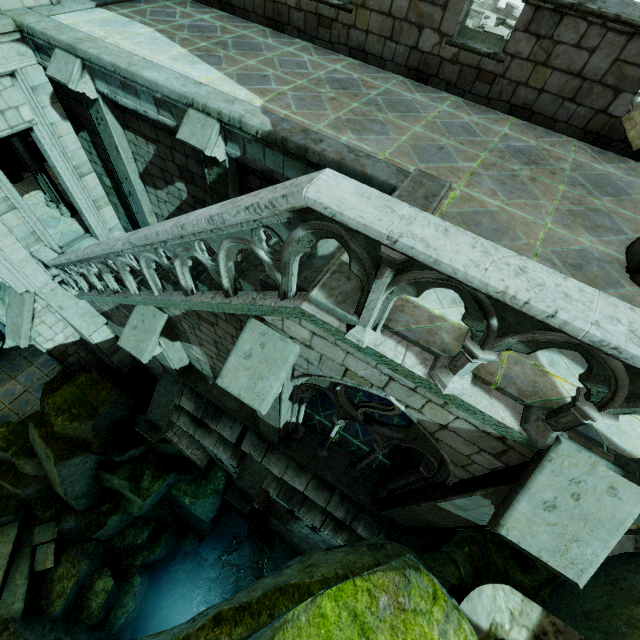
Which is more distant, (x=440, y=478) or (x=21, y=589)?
(x=21, y=589)

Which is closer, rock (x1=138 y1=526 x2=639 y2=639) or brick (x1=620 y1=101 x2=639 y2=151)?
rock (x1=138 y1=526 x2=639 y2=639)

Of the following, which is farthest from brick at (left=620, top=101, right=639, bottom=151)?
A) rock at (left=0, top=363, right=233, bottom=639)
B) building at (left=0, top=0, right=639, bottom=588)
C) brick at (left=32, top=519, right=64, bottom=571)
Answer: brick at (left=32, top=519, right=64, bottom=571)

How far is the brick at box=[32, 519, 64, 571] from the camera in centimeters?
1174cm

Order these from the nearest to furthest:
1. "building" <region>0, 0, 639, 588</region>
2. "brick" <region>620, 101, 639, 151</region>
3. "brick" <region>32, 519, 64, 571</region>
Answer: "building" <region>0, 0, 639, 588</region> → "brick" <region>620, 101, 639, 151</region> → "brick" <region>32, 519, 64, 571</region>

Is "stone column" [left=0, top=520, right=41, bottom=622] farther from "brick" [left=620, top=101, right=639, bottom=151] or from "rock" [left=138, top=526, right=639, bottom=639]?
"brick" [left=620, top=101, right=639, bottom=151]

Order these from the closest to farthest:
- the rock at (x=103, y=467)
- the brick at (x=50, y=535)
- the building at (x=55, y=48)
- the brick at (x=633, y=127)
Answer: the building at (x=55, y=48)
the brick at (x=633, y=127)
the rock at (x=103, y=467)
the brick at (x=50, y=535)

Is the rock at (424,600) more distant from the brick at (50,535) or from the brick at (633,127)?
the brick at (633,127)
